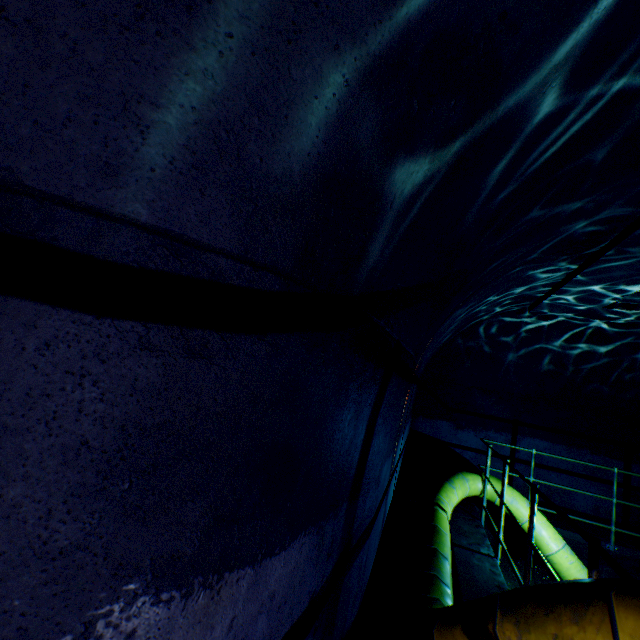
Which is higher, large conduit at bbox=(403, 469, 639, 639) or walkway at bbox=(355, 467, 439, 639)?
large conduit at bbox=(403, 469, 639, 639)

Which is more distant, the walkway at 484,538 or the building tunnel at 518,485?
the building tunnel at 518,485

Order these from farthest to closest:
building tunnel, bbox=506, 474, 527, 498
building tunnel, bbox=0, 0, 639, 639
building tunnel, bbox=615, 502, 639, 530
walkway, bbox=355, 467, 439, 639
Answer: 1. building tunnel, bbox=506, 474, 527, 498
2. building tunnel, bbox=615, 502, 639, 530
3. walkway, bbox=355, 467, 439, 639
4. building tunnel, bbox=0, 0, 639, 639

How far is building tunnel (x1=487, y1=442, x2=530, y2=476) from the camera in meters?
7.2 m

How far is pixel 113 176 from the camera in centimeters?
71cm

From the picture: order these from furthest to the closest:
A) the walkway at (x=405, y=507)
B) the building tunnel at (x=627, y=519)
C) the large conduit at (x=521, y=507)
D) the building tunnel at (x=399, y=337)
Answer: the building tunnel at (x=627, y=519), the large conduit at (x=521, y=507), the walkway at (x=405, y=507), the building tunnel at (x=399, y=337)
